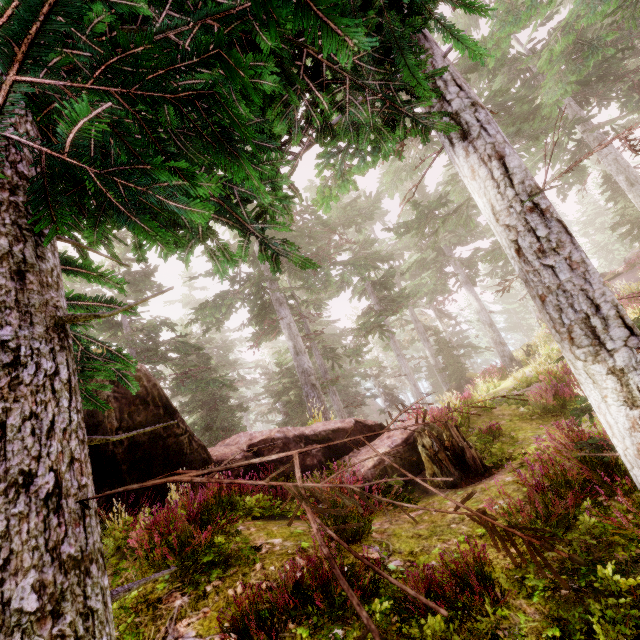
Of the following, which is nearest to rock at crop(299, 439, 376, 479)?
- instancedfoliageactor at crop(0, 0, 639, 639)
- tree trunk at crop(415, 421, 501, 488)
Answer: instancedfoliageactor at crop(0, 0, 639, 639)

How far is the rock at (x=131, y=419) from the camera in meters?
7.6 m

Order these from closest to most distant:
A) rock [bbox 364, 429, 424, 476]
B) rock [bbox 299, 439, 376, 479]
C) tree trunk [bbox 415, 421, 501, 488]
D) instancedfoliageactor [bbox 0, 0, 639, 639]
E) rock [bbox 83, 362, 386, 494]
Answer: instancedfoliageactor [bbox 0, 0, 639, 639] → tree trunk [bbox 415, 421, 501, 488] → rock [bbox 83, 362, 386, 494] → rock [bbox 364, 429, 424, 476] → rock [bbox 299, 439, 376, 479]

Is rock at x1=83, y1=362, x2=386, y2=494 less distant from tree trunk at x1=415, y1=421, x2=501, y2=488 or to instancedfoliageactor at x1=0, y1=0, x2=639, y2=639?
instancedfoliageactor at x1=0, y1=0, x2=639, y2=639

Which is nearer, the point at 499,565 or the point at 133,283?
the point at 499,565
